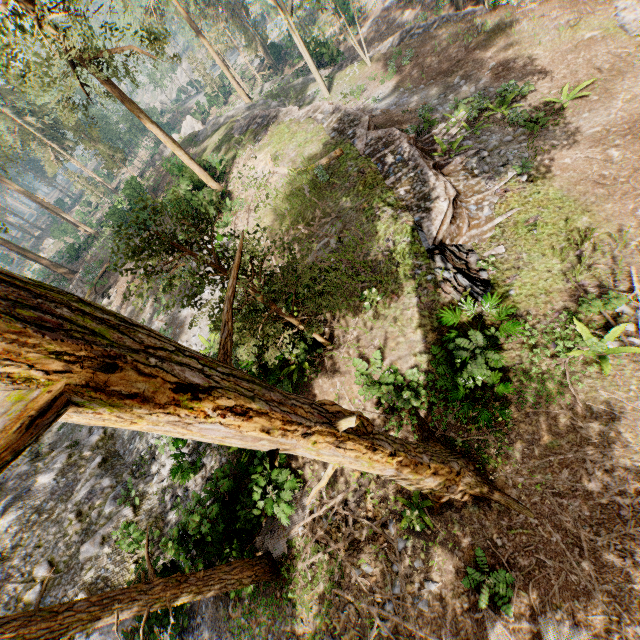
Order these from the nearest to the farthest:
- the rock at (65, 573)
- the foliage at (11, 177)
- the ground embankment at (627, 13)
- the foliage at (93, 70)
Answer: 1. the foliage at (93, 70)
2. the rock at (65, 573)
3. the ground embankment at (627, 13)
4. the foliage at (11, 177)

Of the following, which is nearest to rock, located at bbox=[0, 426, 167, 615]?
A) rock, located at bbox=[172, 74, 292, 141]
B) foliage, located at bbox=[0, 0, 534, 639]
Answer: foliage, located at bbox=[0, 0, 534, 639]

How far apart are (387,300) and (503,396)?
4.6m

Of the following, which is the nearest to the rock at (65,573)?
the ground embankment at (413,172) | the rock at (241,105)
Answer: the ground embankment at (413,172)

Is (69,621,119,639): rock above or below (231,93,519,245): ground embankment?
above

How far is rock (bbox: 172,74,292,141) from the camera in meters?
32.5 m

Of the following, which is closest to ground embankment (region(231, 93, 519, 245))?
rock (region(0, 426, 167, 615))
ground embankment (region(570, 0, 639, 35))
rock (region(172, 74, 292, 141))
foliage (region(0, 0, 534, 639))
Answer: rock (region(172, 74, 292, 141))

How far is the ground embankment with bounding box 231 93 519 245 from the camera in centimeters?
1216cm
